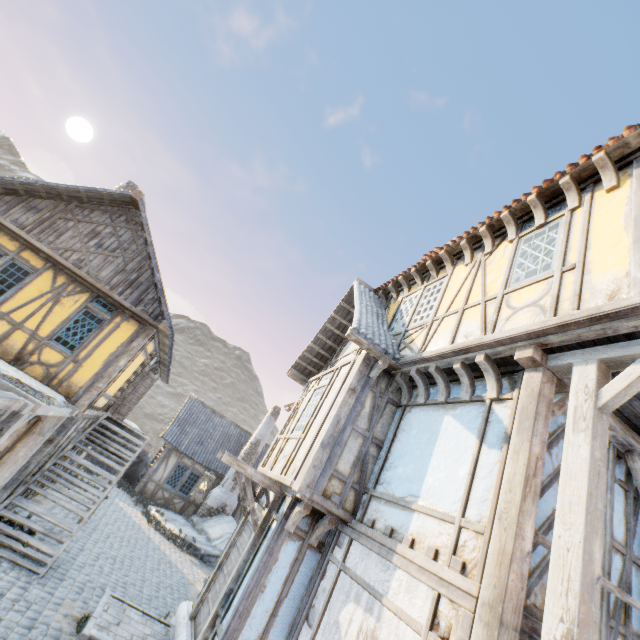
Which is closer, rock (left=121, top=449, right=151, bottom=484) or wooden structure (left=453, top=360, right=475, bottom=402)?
wooden structure (left=453, top=360, right=475, bottom=402)

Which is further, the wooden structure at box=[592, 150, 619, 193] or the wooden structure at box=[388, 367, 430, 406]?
the wooden structure at box=[388, 367, 430, 406]

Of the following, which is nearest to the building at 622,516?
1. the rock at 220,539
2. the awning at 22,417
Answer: the rock at 220,539

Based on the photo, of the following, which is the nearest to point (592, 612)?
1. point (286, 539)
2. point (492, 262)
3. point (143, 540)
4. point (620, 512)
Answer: point (620, 512)

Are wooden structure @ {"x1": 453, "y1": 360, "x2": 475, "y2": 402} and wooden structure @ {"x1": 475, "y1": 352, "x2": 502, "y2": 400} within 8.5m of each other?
yes

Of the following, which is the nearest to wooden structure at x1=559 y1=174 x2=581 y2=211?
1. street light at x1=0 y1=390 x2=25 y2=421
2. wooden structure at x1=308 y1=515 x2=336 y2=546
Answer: wooden structure at x1=308 y1=515 x2=336 y2=546

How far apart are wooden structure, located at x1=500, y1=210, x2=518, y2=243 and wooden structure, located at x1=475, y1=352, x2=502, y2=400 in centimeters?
245cm

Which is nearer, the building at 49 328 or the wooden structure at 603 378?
the wooden structure at 603 378
